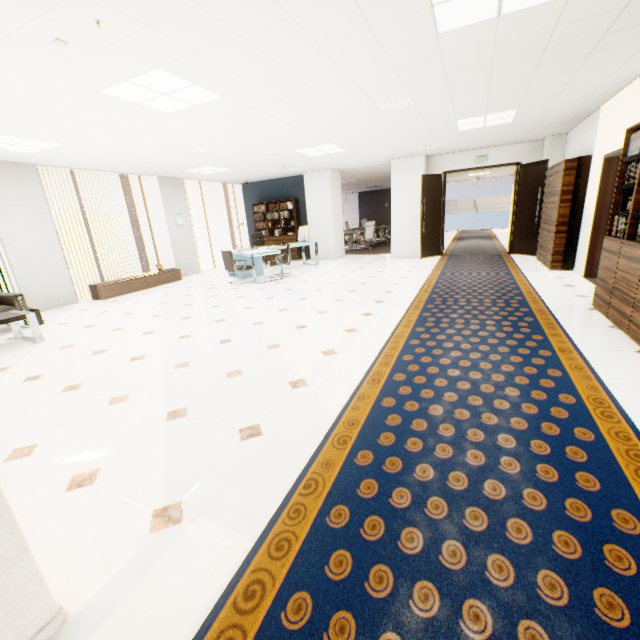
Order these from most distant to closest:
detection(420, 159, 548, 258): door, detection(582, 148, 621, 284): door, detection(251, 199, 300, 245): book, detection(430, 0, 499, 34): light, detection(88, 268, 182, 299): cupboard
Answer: detection(251, 199, 300, 245): book, detection(420, 159, 548, 258): door, detection(88, 268, 182, 299): cupboard, detection(582, 148, 621, 284): door, detection(430, 0, 499, 34): light

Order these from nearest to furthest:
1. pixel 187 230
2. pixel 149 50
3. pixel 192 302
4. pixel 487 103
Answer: pixel 149 50 → pixel 487 103 → pixel 192 302 → pixel 187 230

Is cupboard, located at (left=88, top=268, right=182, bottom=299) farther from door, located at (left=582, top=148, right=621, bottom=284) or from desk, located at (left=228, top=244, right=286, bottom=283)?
door, located at (left=582, top=148, right=621, bottom=284)

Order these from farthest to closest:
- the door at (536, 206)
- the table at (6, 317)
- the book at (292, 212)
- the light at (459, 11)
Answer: the book at (292, 212)
the door at (536, 206)
the table at (6, 317)
the light at (459, 11)

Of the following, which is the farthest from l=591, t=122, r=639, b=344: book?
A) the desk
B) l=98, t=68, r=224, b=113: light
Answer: the desk

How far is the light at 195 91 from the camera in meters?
3.4

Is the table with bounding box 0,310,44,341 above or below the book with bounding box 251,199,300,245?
below

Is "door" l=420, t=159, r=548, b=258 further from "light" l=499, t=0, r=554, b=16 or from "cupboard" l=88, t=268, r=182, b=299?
"cupboard" l=88, t=268, r=182, b=299
